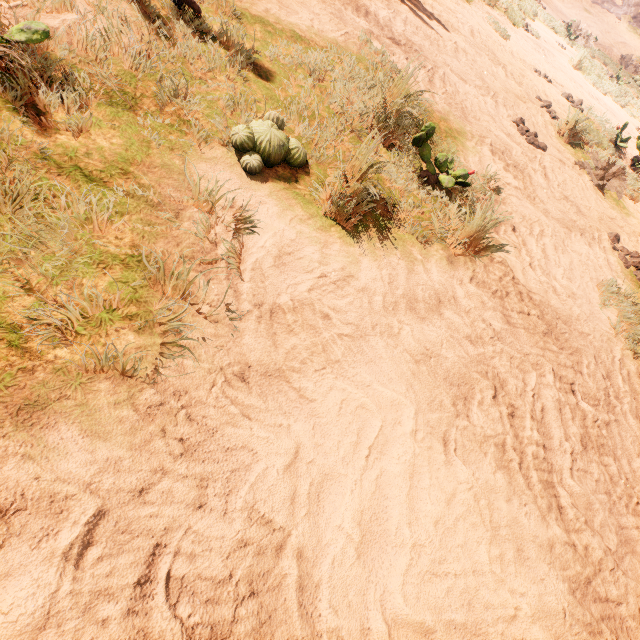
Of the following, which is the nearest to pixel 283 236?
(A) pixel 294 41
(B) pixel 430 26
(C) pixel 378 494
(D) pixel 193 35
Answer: (C) pixel 378 494
